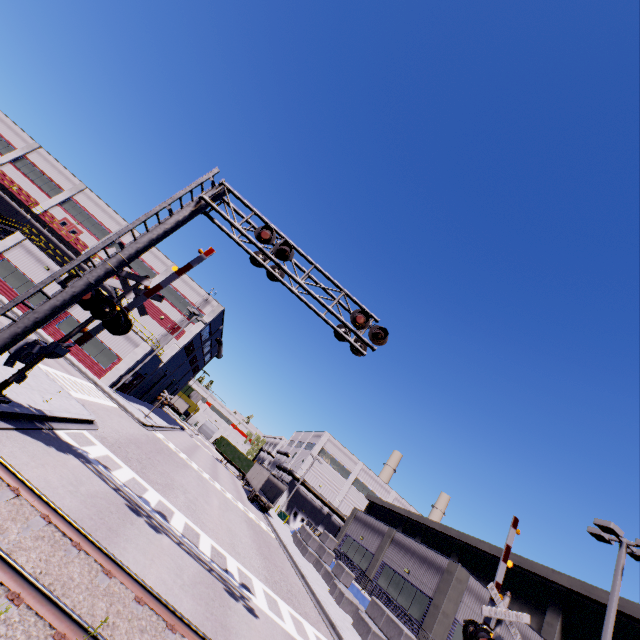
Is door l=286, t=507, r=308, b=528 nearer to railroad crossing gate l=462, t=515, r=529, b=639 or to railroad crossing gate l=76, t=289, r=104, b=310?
railroad crossing gate l=462, t=515, r=529, b=639

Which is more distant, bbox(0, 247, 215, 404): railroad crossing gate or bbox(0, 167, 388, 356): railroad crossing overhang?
bbox(0, 247, 215, 404): railroad crossing gate

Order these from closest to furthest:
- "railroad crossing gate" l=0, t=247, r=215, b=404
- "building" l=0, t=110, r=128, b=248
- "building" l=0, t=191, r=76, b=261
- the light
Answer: "railroad crossing gate" l=0, t=247, r=215, b=404, the light, "building" l=0, t=191, r=76, b=261, "building" l=0, t=110, r=128, b=248

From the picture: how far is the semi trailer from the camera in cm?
3803

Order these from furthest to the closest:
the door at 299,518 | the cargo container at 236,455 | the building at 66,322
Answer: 1. the cargo container at 236,455
2. the door at 299,518
3. the building at 66,322

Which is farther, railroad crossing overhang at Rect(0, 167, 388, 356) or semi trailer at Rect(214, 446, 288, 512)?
semi trailer at Rect(214, 446, 288, 512)

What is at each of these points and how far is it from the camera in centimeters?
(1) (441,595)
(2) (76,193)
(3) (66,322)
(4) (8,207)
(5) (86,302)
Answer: (1) building, 1967cm
(2) building, 4156cm
(3) building, 2984cm
(4) building, 3875cm
(5) railroad crossing gate, 994cm

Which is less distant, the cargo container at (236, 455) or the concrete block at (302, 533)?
the concrete block at (302, 533)
